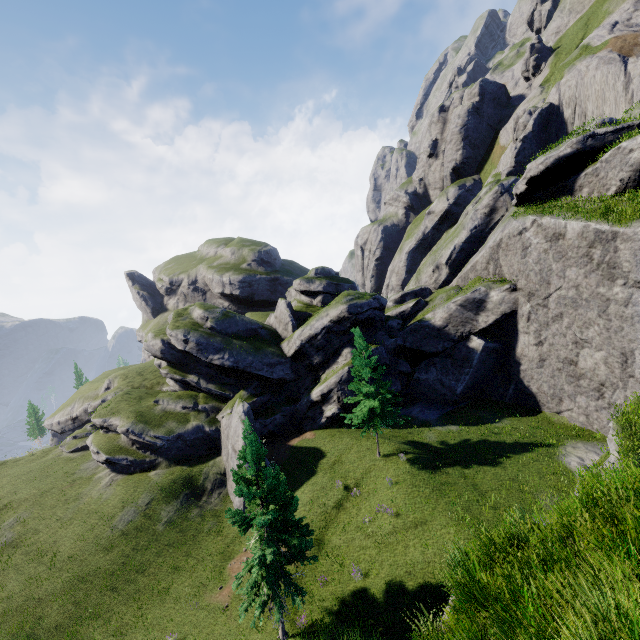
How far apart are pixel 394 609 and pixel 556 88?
64.6m

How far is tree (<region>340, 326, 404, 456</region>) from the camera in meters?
24.3

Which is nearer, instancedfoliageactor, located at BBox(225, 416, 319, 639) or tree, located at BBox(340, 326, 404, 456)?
instancedfoliageactor, located at BBox(225, 416, 319, 639)

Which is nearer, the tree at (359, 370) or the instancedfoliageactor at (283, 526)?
the instancedfoliageactor at (283, 526)

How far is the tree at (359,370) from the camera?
24.3 meters
